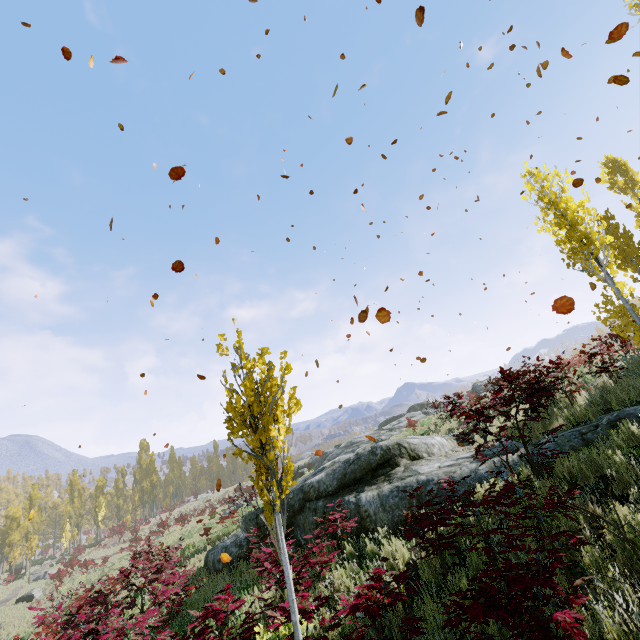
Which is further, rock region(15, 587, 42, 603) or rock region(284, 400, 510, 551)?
rock region(15, 587, 42, 603)

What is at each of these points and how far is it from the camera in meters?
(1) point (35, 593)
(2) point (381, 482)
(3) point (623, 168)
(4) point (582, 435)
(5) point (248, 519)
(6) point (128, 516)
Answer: (1) rock, 27.3
(2) rock, 8.1
(3) instancedfoliageactor, 19.0
(4) rock, 6.2
(5) rock, 9.6
(6) instancedfoliageactor, 48.2

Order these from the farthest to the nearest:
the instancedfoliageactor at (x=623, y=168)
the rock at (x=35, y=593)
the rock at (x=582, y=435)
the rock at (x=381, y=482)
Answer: the rock at (x=35, y=593) < the instancedfoliageactor at (x=623, y=168) < the rock at (x=381, y=482) < the rock at (x=582, y=435)

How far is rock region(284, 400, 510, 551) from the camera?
6.9 meters

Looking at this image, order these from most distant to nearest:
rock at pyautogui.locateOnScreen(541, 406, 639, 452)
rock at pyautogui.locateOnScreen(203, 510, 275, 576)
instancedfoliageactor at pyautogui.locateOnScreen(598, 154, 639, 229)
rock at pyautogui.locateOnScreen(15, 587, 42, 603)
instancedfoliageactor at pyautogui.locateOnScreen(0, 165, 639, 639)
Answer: rock at pyautogui.locateOnScreen(15, 587, 42, 603) → instancedfoliageactor at pyautogui.locateOnScreen(598, 154, 639, 229) → rock at pyautogui.locateOnScreen(203, 510, 275, 576) → rock at pyautogui.locateOnScreen(541, 406, 639, 452) → instancedfoliageactor at pyautogui.locateOnScreen(0, 165, 639, 639)

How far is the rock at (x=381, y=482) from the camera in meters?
6.9 m

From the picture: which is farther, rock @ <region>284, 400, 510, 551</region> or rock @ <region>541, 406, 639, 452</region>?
rock @ <region>284, 400, 510, 551</region>

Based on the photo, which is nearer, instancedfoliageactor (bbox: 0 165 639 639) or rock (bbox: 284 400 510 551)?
instancedfoliageactor (bbox: 0 165 639 639)
